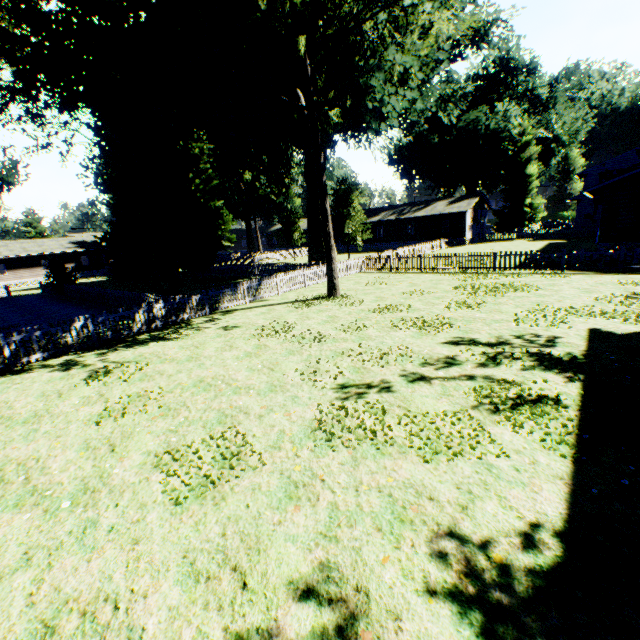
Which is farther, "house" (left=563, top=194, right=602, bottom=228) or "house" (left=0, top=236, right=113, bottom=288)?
"house" (left=0, top=236, right=113, bottom=288)

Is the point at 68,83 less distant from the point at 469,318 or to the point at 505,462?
the point at 469,318

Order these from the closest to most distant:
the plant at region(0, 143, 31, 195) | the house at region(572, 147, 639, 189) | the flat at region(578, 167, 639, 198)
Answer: the flat at region(578, 167, 639, 198) < the plant at region(0, 143, 31, 195) < the house at region(572, 147, 639, 189)

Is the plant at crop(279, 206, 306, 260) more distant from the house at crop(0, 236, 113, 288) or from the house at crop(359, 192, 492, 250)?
the house at crop(0, 236, 113, 288)

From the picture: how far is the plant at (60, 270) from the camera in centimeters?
2759cm

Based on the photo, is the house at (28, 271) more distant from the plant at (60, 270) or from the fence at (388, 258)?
the plant at (60, 270)

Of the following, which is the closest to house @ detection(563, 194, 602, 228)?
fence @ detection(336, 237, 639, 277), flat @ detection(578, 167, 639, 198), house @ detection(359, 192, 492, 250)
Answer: fence @ detection(336, 237, 639, 277)

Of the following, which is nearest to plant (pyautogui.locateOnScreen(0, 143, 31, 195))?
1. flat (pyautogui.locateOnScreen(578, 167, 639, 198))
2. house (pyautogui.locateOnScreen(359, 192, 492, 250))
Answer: house (pyautogui.locateOnScreen(359, 192, 492, 250))
